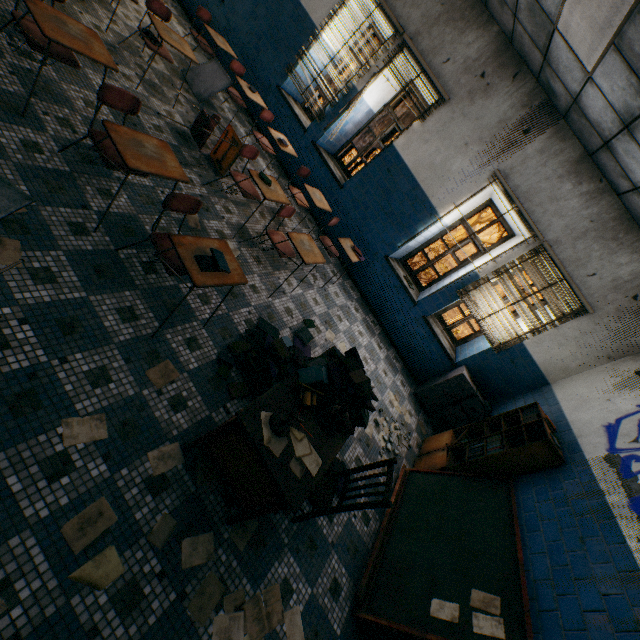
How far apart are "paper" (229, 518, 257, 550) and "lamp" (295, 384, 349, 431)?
0.8m

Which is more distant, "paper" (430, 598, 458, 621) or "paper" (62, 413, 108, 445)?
"paper" (430, 598, 458, 621)

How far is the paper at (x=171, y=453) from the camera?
2.12m

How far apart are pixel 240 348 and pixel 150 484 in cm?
136

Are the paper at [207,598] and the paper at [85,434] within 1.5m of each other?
yes

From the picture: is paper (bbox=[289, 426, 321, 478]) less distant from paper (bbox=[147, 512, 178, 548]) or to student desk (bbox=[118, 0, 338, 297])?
paper (bbox=[147, 512, 178, 548])

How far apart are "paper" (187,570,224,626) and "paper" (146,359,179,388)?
1.1m

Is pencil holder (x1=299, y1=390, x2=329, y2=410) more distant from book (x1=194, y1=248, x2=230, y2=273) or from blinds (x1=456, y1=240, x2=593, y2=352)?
blinds (x1=456, y1=240, x2=593, y2=352)
